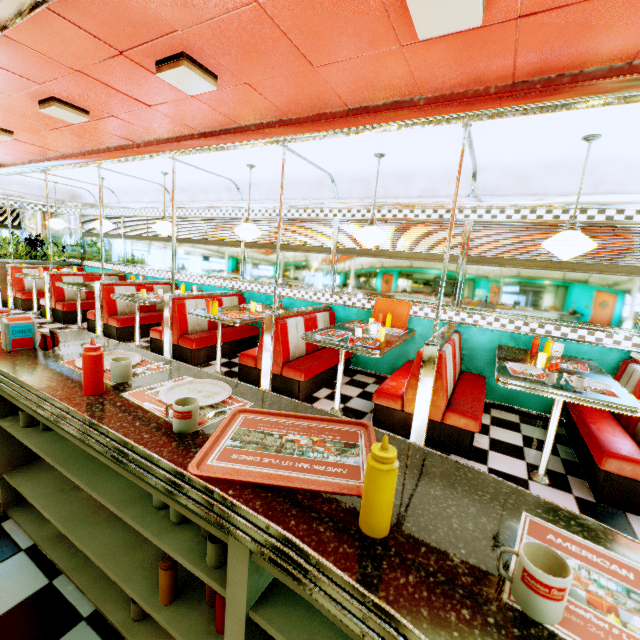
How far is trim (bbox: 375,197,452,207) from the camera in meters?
4.3 m

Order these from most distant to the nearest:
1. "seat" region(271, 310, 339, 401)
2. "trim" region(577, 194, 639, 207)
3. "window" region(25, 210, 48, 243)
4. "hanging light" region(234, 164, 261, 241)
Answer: "window" region(25, 210, 48, 243), "hanging light" region(234, 164, 261, 241), "seat" region(271, 310, 339, 401), "trim" region(577, 194, 639, 207)

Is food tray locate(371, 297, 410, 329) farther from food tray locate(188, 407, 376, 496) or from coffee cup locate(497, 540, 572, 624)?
coffee cup locate(497, 540, 572, 624)

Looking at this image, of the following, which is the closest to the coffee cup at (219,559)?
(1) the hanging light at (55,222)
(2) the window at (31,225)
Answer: (1) the hanging light at (55,222)

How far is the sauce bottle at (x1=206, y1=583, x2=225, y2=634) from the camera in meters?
1.2

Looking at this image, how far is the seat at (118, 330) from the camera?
5.9m

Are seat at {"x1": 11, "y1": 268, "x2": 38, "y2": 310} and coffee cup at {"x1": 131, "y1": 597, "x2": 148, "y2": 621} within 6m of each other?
no

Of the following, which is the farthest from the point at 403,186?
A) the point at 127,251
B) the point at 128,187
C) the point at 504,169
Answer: the point at 127,251
